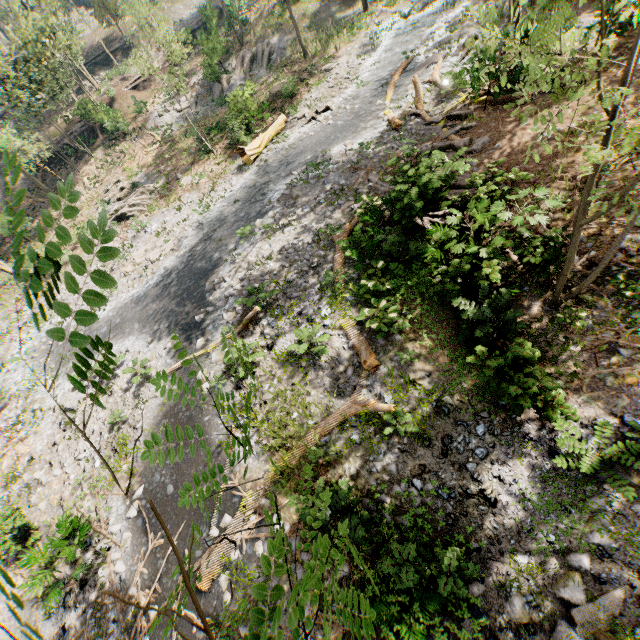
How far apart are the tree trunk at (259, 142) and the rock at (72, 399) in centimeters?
1469cm

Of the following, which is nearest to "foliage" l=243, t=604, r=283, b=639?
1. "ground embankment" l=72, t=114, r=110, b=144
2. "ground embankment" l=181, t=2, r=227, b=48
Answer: "ground embankment" l=181, t=2, r=227, b=48

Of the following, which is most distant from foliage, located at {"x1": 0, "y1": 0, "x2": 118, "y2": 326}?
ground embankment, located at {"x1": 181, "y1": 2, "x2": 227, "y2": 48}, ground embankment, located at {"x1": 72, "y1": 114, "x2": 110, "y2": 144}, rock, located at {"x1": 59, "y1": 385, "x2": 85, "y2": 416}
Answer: rock, located at {"x1": 59, "y1": 385, "x2": 85, "y2": 416}

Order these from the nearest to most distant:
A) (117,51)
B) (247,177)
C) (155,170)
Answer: (247,177), (155,170), (117,51)

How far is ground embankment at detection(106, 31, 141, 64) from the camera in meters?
40.0

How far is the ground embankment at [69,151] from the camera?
Answer: 30.8 meters

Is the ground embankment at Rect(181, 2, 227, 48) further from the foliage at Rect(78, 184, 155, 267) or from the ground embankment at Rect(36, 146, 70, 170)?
the ground embankment at Rect(36, 146, 70, 170)

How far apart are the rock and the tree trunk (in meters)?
14.69
